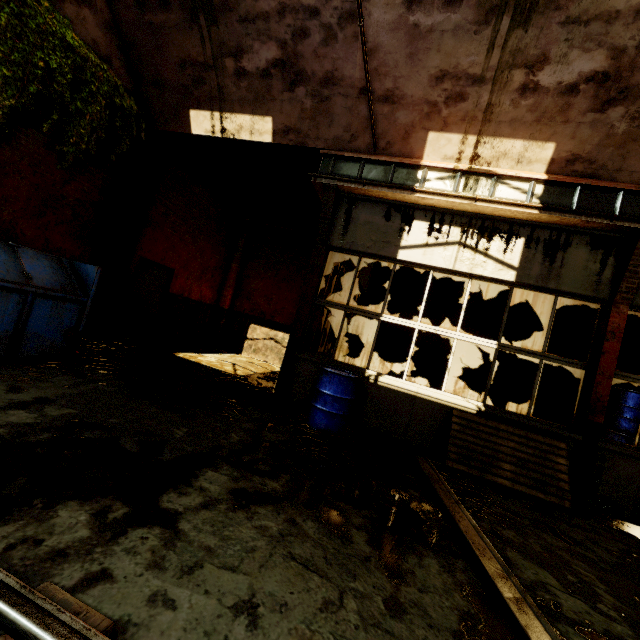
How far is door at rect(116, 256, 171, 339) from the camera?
8.4 meters

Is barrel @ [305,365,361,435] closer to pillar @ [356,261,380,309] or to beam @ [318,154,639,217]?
beam @ [318,154,639,217]

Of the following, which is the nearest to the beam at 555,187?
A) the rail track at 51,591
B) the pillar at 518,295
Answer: the pillar at 518,295

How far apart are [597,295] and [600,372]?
1.2m

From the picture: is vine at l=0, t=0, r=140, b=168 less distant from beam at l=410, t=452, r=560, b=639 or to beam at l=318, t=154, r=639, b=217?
beam at l=318, t=154, r=639, b=217

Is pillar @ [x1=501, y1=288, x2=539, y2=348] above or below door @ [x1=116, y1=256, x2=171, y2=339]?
above

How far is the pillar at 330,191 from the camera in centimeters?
606cm

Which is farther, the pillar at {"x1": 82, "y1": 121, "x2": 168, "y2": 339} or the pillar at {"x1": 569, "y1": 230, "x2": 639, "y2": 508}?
the pillar at {"x1": 82, "y1": 121, "x2": 168, "y2": 339}
